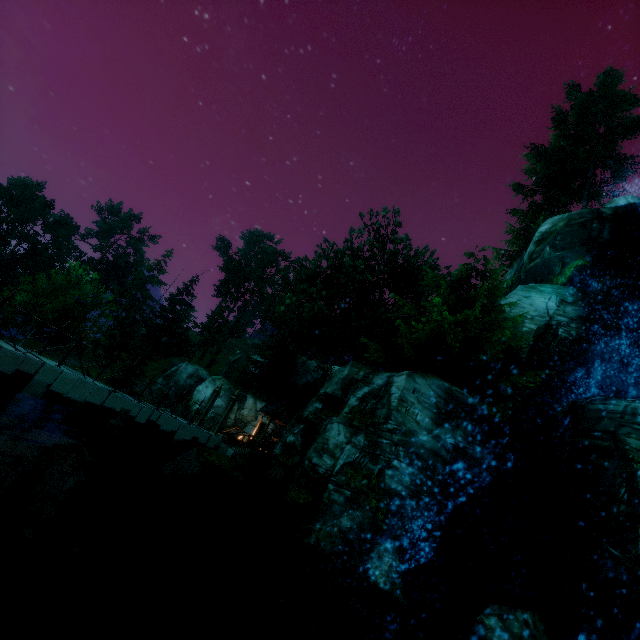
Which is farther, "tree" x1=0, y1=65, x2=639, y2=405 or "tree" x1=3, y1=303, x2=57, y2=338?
"tree" x1=3, y1=303, x2=57, y2=338

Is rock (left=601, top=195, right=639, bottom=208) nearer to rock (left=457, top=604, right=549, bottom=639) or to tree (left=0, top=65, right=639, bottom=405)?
tree (left=0, top=65, right=639, bottom=405)

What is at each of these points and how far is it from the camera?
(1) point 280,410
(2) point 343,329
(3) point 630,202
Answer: (1) building, 27.1m
(2) tree, 22.6m
(3) rock, 23.8m

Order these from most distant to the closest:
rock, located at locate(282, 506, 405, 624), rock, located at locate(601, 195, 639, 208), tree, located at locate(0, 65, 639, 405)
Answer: rock, located at locate(601, 195, 639, 208) < tree, located at locate(0, 65, 639, 405) < rock, located at locate(282, 506, 405, 624)

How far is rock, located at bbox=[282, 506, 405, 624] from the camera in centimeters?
891cm

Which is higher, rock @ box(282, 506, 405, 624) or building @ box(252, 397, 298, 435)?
building @ box(252, 397, 298, 435)

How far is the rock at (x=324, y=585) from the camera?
8.91m

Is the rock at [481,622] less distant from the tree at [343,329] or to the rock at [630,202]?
the tree at [343,329]
